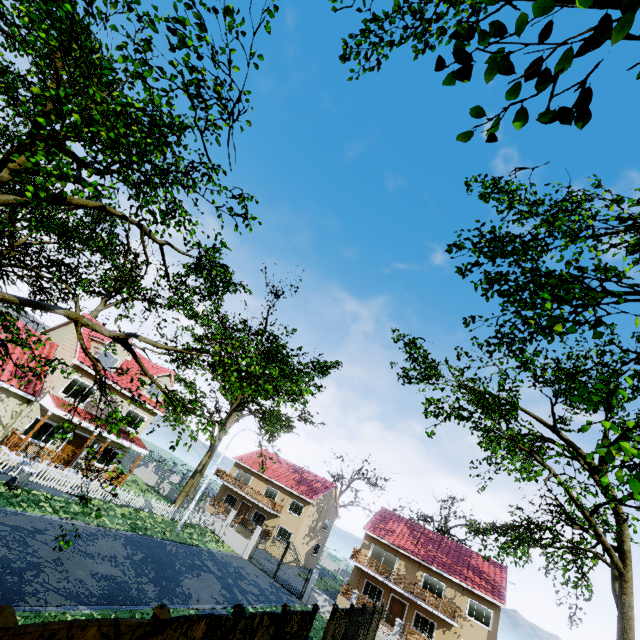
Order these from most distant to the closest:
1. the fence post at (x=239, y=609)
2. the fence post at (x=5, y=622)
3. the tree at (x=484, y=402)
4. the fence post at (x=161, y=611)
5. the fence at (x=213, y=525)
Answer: the fence at (x=213, y=525)
the fence post at (x=239, y=609)
the fence post at (x=161, y=611)
the tree at (x=484, y=402)
the fence post at (x=5, y=622)

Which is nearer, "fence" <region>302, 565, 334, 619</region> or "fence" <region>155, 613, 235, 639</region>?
"fence" <region>155, 613, 235, 639</region>

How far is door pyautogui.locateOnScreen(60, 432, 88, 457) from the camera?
21.95m

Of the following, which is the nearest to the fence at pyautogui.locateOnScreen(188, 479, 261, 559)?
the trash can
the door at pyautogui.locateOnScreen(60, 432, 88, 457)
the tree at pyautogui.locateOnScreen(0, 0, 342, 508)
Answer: the tree at pyautogui.locateOnScreen(0, 0, 342, 508)

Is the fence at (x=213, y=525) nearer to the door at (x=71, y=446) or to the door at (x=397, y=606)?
the door at (x=71, y=446)

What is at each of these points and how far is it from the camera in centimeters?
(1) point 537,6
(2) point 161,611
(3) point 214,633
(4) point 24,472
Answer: (1) tree, 143cm
(2) fence post, 631cm
(3) fence, 781cm
(4) trash can, 1576cm

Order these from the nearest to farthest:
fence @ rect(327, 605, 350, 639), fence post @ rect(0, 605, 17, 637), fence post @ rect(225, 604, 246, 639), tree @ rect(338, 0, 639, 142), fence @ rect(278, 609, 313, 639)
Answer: tree @ rect(338, 0, 639, 142)
fence post @ rect(0, 605, 17, 637)
fence post @ rect(225, 604, 246, 639)
fence @ rect(278, 609, 313, 639)
fence @ rect(327, 605, 350, 639)

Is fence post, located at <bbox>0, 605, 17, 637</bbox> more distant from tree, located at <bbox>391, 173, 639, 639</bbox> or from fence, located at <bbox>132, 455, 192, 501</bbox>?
tree, located at <bbox>391, 173, 639, 639</bbox>
